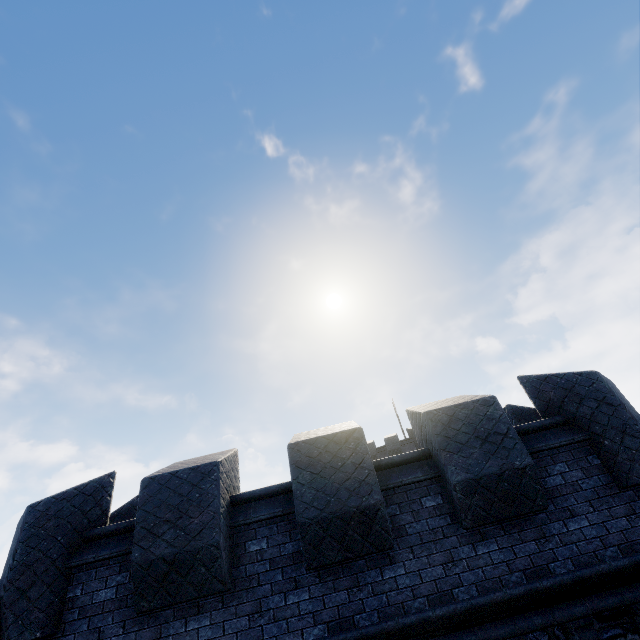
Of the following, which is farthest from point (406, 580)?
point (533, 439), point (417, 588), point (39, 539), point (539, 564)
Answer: point (39, 539)
